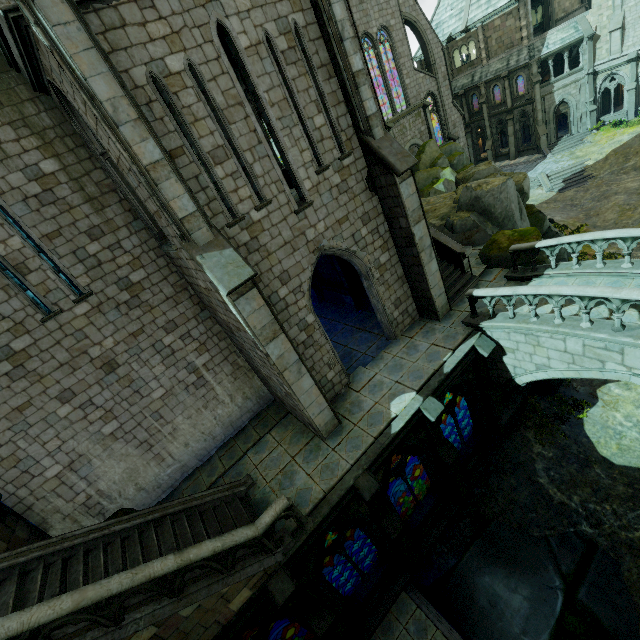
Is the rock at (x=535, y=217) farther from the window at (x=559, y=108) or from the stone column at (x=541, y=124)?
the window at (x=559, y=108)

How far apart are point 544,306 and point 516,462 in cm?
670

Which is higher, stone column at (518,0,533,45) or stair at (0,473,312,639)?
stone column at (518,0,533,45)

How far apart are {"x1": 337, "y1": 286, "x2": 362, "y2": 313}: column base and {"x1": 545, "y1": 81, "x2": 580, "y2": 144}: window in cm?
3546

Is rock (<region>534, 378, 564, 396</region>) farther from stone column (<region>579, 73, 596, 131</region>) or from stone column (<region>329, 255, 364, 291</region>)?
stone column (<region>579, 73, 596, 131</region>)

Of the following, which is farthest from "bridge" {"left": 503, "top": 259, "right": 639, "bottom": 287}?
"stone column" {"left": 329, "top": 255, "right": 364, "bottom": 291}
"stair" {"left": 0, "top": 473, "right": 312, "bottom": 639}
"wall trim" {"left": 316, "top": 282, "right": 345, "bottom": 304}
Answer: "stair" {"left": 0, "top": 473, "right": 312, "bottom": 639}

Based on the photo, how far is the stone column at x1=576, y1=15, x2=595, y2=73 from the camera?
30.6 meters

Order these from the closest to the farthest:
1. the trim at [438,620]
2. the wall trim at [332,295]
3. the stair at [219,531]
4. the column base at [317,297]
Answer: the stair at [219,531], the trim at [438,620], the wall trim at [332,295], the column base at [317,297]
